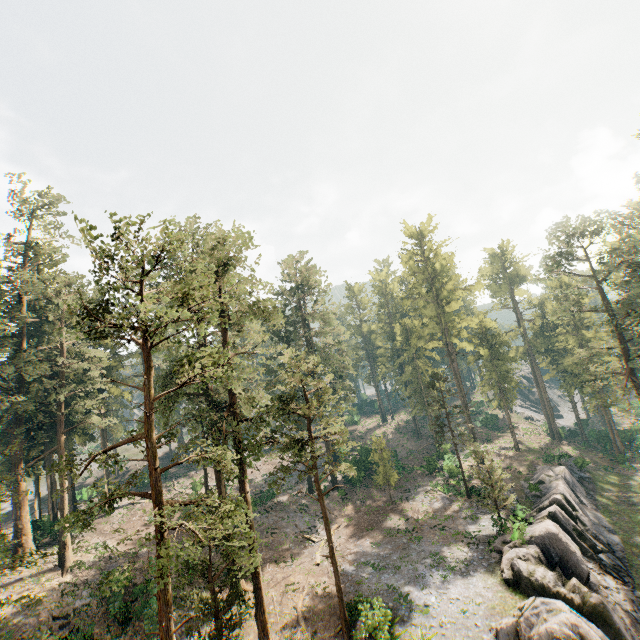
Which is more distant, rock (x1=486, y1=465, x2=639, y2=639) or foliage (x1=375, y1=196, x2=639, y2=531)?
foliage (x1=375, y1=196, x2=639, y2=531)

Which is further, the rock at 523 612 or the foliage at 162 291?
the rock at 523 612

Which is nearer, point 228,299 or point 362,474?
point 228,299

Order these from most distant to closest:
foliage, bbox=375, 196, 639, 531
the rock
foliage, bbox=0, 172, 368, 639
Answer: foliage, bbox=375, 196, 639, 531, the rock, foliage, bbox=0, 172, 368, 639

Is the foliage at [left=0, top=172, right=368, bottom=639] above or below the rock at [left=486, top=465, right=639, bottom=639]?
above

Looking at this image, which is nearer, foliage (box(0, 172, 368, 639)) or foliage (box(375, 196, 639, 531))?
foliage (box(0, 172, 368, 639))

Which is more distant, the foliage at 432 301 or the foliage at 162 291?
the foliage at 432 301
